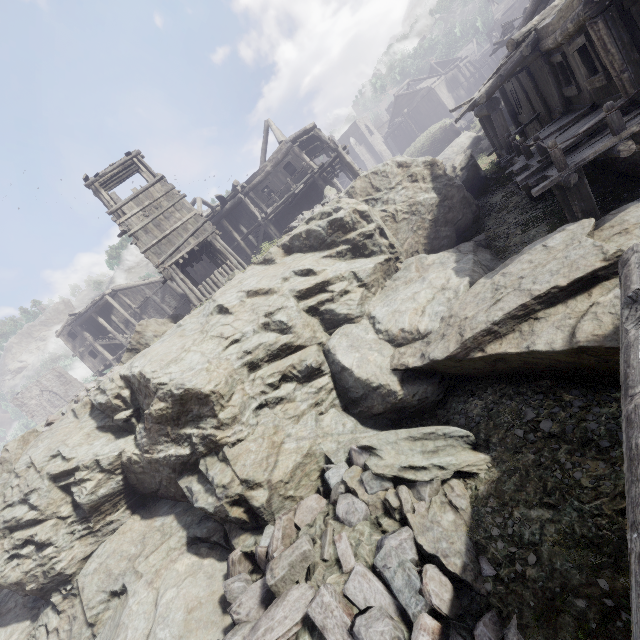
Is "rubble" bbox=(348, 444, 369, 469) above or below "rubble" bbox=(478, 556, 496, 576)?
above

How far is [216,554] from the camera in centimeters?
873cm

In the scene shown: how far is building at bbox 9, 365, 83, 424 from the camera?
40.00m

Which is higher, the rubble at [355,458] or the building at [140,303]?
the building at [140,303]

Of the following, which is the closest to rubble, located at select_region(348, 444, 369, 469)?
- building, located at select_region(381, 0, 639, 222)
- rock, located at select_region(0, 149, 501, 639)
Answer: rock, located at select_region(0, 149, 501, 639)

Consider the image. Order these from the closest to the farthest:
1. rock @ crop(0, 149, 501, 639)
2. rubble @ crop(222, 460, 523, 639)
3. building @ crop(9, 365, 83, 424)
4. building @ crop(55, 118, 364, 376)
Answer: rubble @ crop(222, 460, 523, 639) < rock @ crop(0, 149, 501, 639) < building @ crop(55, 118, 364, 376) < building @ crop(9, 365, 83, 424)

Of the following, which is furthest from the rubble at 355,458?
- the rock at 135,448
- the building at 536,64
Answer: the building at 536,64

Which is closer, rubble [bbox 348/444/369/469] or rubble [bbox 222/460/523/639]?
rubble [bbox 222/460/523/639]
